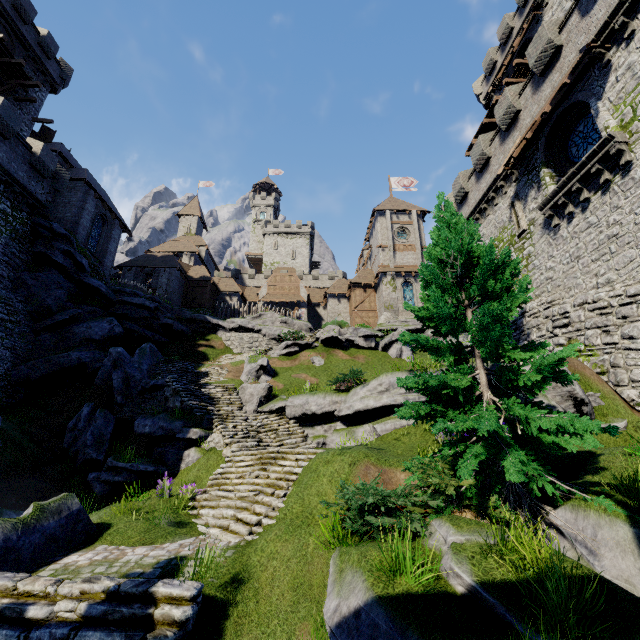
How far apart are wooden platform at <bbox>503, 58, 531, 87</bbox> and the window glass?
13.10m

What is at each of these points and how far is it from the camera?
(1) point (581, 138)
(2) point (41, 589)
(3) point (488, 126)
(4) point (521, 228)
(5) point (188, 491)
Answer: (1) window glass, 15.0 meters
(2) stairs, 5.4 meters
(3) walkway, 28.6 meters
(4) window slit, 17.6 meters
(5) instancedfoliageactor, 10.4 meters

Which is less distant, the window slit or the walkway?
the window slit

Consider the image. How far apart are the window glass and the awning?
1.32m

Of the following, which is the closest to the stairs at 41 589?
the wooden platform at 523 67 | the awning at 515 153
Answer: the awning at 515 153

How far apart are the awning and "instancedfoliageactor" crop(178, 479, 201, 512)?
20.7m

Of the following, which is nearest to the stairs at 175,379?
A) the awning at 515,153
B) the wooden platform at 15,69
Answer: the awning at 515,153

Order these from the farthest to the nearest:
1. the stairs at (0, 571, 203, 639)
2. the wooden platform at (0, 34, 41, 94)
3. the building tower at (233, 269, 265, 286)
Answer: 1. the building tower at (233, 269, 265, 286)
2. the wooden platform at (0, 34, 41, 94)
3. the stairs at (0, 571, 203, 639)
